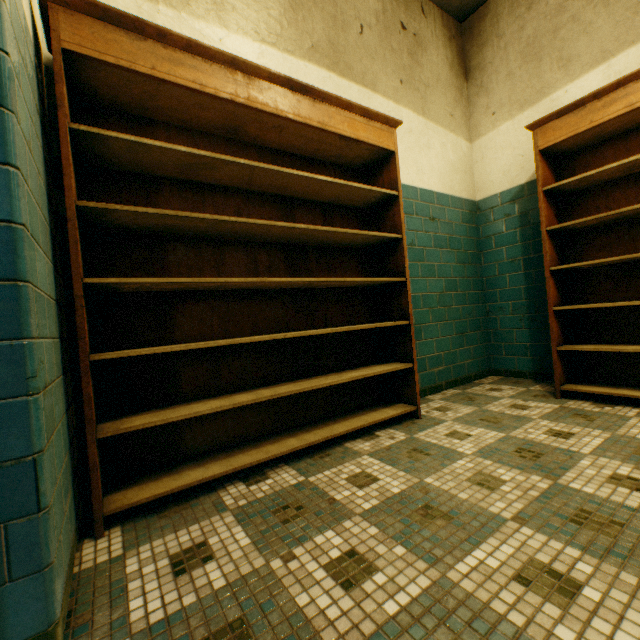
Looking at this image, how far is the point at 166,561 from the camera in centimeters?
113cm

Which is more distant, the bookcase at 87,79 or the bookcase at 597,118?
the bookcase at 597,118

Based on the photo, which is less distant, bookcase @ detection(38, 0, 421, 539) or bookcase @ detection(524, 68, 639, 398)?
bookcase @ detection(38, 0, 421, 539)
